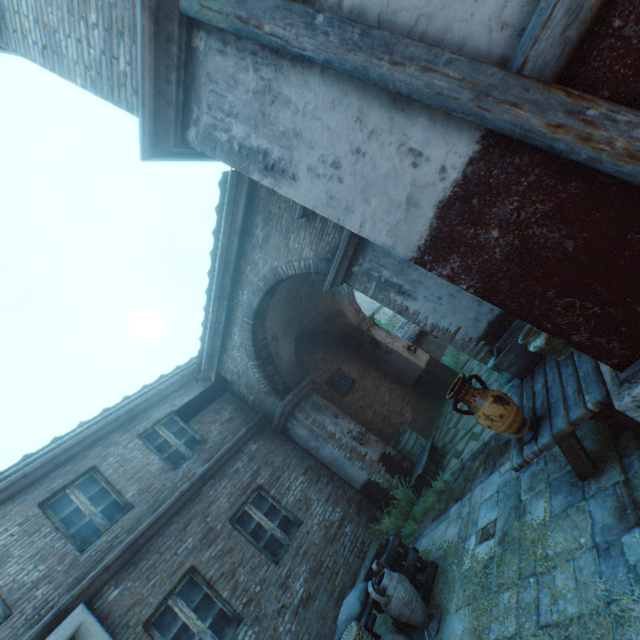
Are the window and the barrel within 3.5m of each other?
yes

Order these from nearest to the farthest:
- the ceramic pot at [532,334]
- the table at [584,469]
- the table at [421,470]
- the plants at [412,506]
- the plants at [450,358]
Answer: the table at [584,469] < the ceramic pot at [532,334] < the plants at [412,506] < the table at [421,470] < the plants at [450,358]

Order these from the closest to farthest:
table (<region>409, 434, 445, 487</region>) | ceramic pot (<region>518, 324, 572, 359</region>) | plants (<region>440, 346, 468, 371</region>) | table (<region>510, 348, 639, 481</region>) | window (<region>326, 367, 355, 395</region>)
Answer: table (<region>510, 348, 639, 481</region>) < ceramic pot (<region>518, 324, 572, 359</region>) < table (<region>409, 434, 445, 487</region>) < window (<region>326, 367, 355, 395</region>) < plants (<region>440, 346, 468, 371</region>)

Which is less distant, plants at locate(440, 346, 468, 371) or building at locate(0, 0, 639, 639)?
building at locate(0, 0, 639, 639)

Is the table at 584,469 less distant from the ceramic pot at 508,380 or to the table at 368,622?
the ceramic pot at 508,380

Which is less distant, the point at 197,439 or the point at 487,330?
the point at 487,330

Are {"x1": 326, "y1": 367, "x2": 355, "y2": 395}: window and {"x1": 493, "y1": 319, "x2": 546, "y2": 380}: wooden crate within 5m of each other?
no

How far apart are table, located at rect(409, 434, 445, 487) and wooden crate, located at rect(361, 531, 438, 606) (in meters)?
1.89
